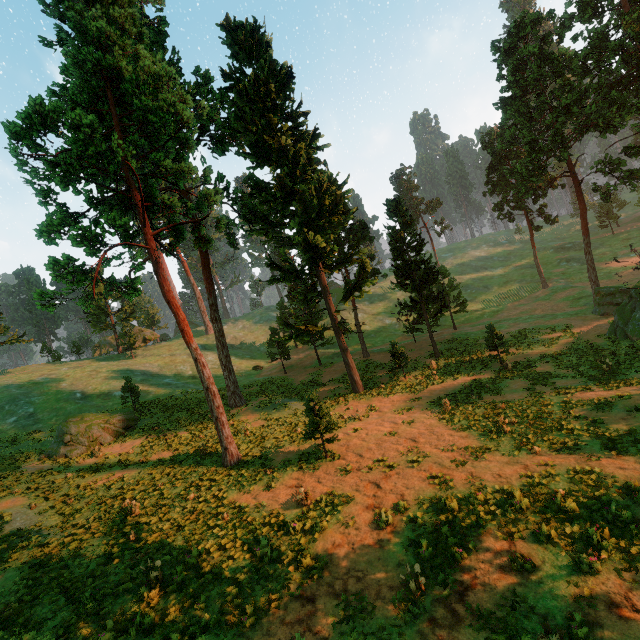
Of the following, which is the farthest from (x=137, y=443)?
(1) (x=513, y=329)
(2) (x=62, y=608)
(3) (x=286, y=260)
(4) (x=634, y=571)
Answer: (1) (x=513, y=329)

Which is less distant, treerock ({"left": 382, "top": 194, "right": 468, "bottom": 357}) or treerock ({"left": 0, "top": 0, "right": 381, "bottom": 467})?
treerock ({"left": 0, "top": 0, "right": 381, "bottom": 467})

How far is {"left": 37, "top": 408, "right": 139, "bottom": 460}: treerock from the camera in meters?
23.3 m

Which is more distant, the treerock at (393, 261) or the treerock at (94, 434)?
the treerock at (393, 261)
